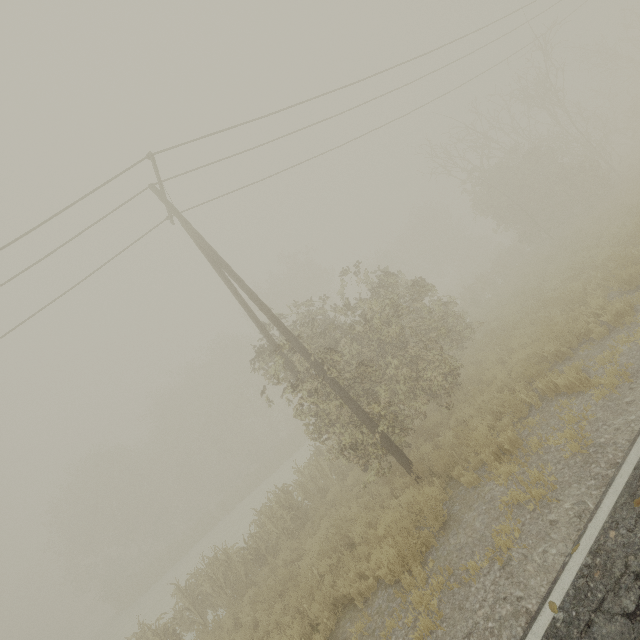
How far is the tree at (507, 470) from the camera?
5.14m

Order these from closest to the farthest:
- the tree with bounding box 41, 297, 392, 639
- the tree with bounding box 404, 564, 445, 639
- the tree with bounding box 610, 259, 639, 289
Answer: the tree with bounding box 404, 564, 445, 639 → the tree with bounding box 610, 259, 639, 289 → the tree with bounding box 41, 297, 392, 639

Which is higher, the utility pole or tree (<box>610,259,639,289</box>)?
tree (<box>610,259,639,289</box>)

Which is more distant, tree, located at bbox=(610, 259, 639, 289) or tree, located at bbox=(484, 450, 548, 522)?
tree, located at bbox=(610, 259, 639, 289)

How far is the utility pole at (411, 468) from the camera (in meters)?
8.45

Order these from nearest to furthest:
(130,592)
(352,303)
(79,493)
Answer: (130,592) < (79,493) < (352,303)

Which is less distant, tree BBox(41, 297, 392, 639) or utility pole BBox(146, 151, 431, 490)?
utility pole BBox(146, 151, 431, 490)
